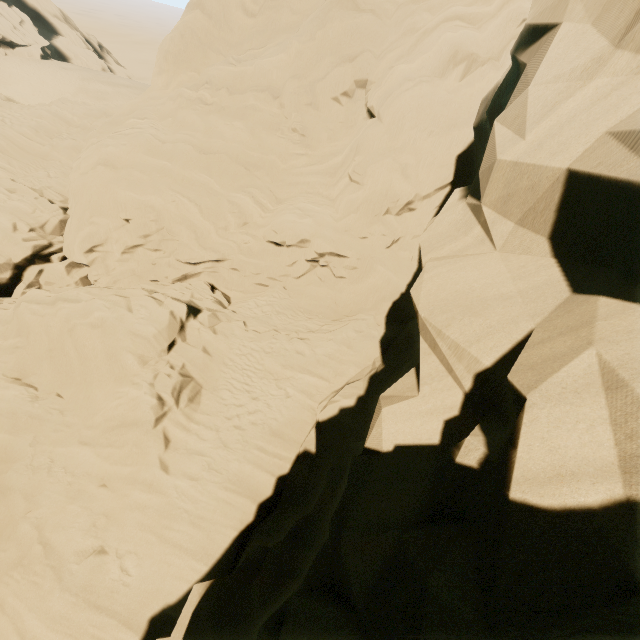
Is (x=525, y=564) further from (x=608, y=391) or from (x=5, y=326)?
(x=5, y=326)

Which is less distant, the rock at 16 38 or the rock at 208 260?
the rock at 208 260

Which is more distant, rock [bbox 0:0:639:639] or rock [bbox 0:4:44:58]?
rock [bbox 0:4:44:58]
